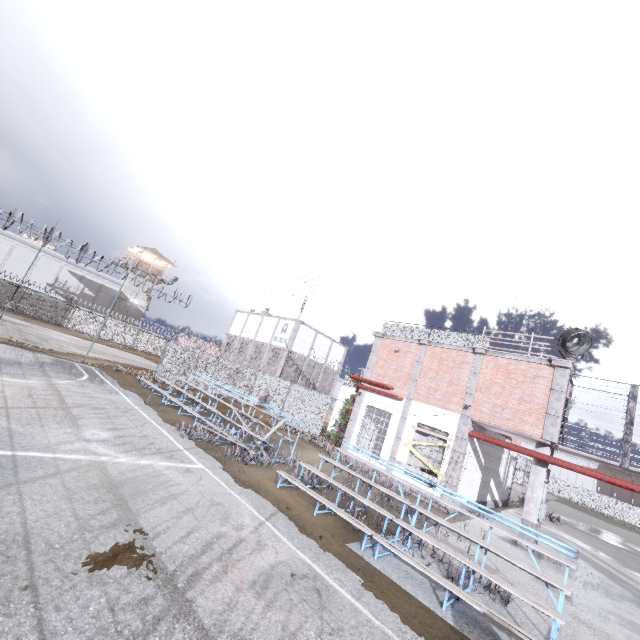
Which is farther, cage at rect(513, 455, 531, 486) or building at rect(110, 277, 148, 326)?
building at rect(110, 277, 148, 326)

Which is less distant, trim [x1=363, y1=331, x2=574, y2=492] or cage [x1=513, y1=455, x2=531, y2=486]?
trim [x1=363, y1=331, x2=574, y2=492]

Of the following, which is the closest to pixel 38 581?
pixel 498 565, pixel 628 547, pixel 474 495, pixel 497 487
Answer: pixel 498 565

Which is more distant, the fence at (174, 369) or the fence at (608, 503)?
the fence at (608, 503)

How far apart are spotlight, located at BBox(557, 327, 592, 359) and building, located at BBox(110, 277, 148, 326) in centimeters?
5166cm

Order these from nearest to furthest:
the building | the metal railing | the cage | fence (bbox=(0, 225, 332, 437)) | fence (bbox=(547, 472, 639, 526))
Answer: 1. the metal railing
2. fence (bbox=(0, 225, 332, 437))
3. the cage
4. the building
5. fence (bbox=(547, 472, 639, 526))

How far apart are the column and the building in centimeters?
5142cm

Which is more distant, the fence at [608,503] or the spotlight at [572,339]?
the fence at [608,503]
